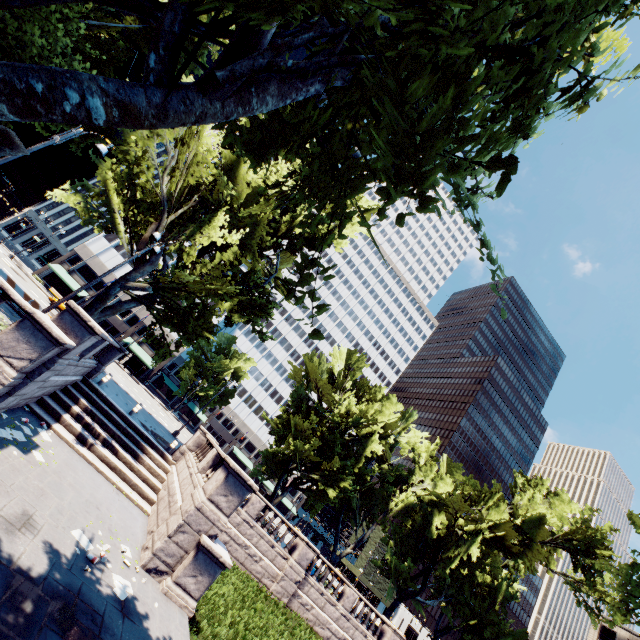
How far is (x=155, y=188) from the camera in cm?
1834

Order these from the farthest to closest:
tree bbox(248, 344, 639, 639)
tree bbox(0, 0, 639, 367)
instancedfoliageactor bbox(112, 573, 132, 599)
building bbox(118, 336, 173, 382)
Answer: building bbox(118, 336, 173, 382) < tree bbox(248, 344, 639, 639) < instancedfoliageactor bbox(112, 573, 132, 599) < tree bbox(0, 0, 639, 367)

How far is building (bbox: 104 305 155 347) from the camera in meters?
55.1

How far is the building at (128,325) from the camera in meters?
55.1

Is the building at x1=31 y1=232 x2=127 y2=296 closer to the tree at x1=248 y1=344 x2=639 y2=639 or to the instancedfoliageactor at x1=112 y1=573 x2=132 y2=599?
the tree at x1=248 y1=344 x2=639 y2=639

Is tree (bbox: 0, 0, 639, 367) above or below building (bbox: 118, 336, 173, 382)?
above

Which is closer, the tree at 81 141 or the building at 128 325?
the tree at 81 141

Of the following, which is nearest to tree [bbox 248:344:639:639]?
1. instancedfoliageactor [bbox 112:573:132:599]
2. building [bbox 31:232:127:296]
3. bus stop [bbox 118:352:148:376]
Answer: building [bbox 31:232:127:296]
